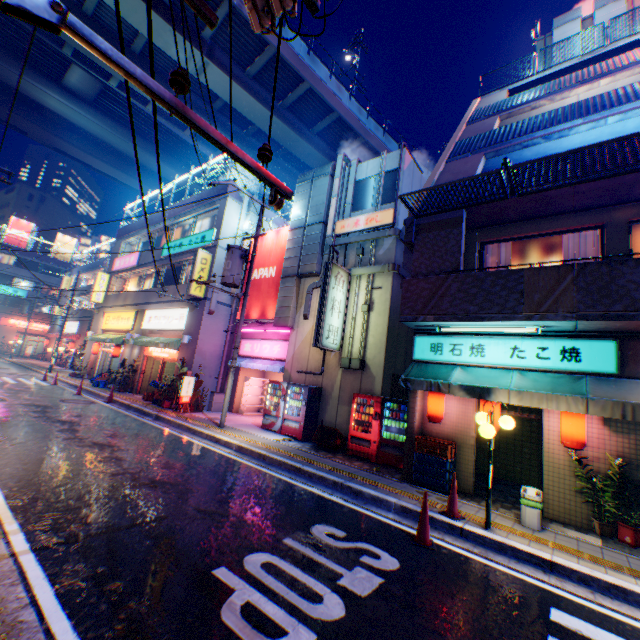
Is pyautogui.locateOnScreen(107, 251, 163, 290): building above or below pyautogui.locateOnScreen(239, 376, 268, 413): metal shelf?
above

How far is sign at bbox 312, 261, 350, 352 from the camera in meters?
12.1 m

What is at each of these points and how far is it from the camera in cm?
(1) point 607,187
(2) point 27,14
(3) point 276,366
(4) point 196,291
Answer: (1) balcony, 698
(2) electric pole, 178
(3) awning, 1505
(4) sign, 1680

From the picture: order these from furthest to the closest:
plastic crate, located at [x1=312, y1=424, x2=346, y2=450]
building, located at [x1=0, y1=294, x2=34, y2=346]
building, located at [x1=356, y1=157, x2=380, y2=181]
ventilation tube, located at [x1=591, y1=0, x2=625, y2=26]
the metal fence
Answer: building, located at [x1=0, y1=294, x2=34, y2=346], building, located at [x1=356, y1=157, x2=380, y2=181], ventilation tube, located at [x1=591, y1=0, x2=625, y2=26], plastic crate, located at [x1=312, y1=424, x2=346, y2=450], the metal fence

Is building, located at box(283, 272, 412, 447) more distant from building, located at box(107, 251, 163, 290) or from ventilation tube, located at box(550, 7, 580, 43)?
ventilation tube, located at box(550, 7, 580, 43)

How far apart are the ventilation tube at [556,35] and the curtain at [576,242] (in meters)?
12.44

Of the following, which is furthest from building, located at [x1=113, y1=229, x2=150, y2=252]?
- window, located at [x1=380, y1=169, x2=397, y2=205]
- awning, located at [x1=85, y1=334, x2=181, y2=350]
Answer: window, located at [x1=380, y1=169, x2=397, y2=205]

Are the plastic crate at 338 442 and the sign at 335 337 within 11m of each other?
yes
